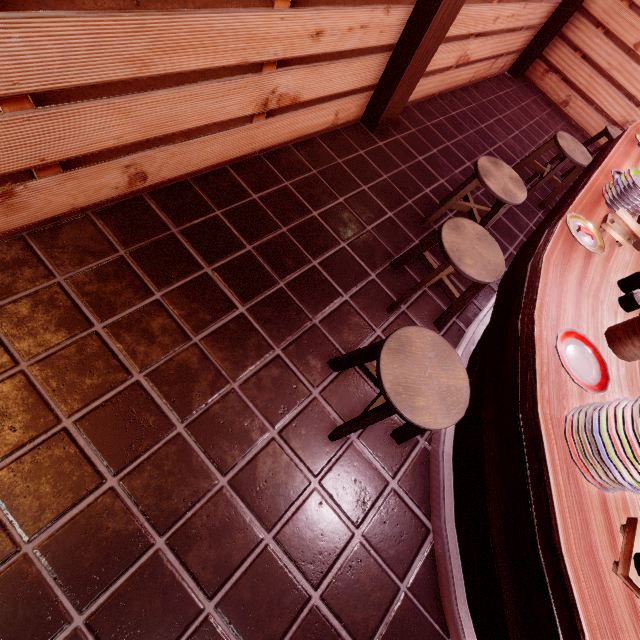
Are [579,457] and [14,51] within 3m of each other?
no

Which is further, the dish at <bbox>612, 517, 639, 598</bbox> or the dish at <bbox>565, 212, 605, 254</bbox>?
the dish at <bbox>565, 212, 605, 254</bbox>

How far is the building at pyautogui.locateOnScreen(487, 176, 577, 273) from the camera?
6.0 meters

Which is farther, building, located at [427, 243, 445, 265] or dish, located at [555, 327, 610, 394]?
building, located at [427, 243, 445, 265]

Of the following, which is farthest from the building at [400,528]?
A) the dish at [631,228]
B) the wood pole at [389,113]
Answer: the dish at [631,228]

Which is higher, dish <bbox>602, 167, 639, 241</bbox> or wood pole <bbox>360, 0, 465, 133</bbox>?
dish <bbox>602, 167, 639, 241</bbox>

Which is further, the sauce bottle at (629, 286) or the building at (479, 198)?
the building at (479, 198)
